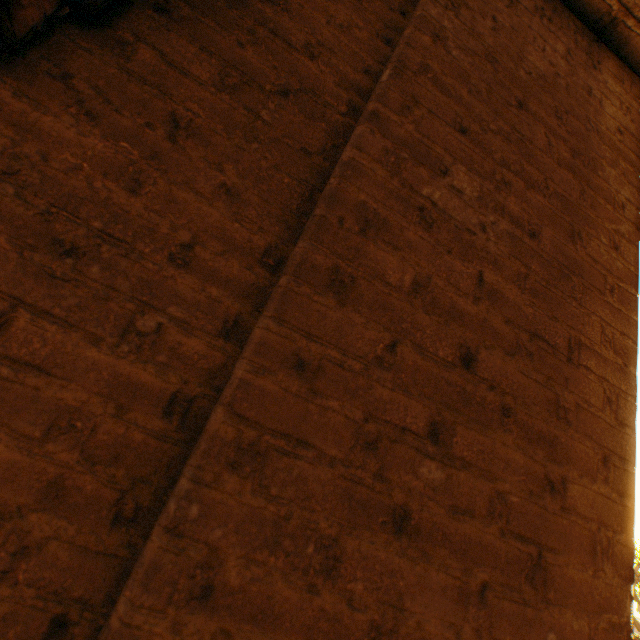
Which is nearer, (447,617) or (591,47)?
(447,617)
